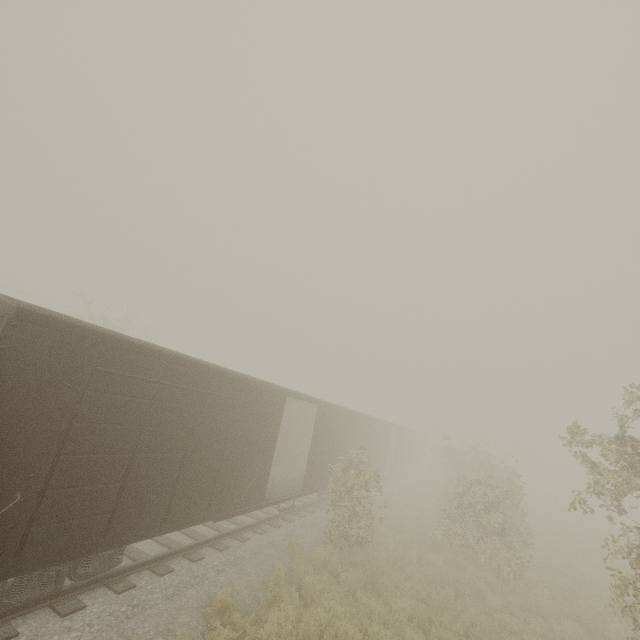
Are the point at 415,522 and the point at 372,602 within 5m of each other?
no
